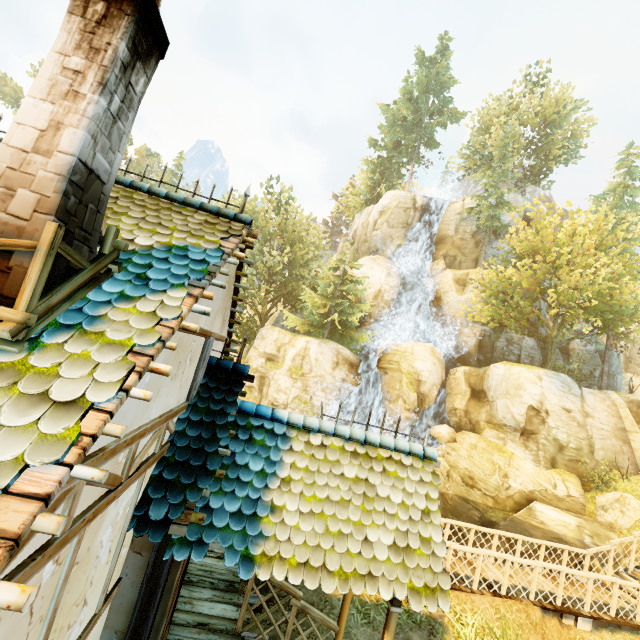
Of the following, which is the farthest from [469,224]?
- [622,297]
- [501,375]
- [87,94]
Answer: [87,94]

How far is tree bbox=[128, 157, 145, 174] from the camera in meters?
49.4

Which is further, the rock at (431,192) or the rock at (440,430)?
the rock at (431,192)

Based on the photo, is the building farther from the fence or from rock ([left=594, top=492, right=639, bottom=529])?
rock ([left=594, top=492, right=639, bottom=529])

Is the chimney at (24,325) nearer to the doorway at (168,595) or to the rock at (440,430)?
the doorway at (168,595)

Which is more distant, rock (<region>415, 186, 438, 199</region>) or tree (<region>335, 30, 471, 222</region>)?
tree (<region>335, 30, 471, 222</region>)

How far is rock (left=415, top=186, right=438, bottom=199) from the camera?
37.6m
